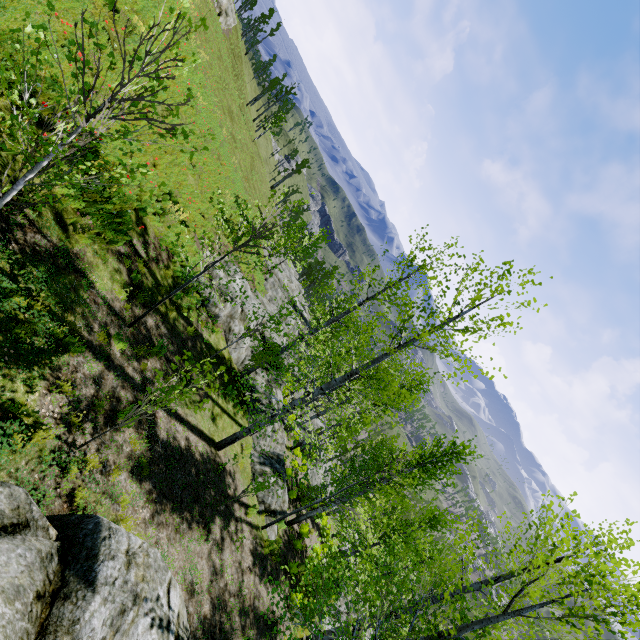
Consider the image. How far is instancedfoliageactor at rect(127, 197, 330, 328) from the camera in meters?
6.9 m

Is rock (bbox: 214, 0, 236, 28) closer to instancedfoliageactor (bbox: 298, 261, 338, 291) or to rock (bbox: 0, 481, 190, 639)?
rock (bbox: 0, 481, 190, 639)

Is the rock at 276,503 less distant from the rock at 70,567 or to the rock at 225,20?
the rock at 70,567

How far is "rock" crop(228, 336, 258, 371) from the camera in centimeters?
1551cm

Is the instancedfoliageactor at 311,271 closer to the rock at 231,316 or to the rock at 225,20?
the rock at 231,316

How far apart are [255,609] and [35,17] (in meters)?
16.11

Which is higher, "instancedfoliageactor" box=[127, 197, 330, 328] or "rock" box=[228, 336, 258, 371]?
"instancedfoliageactor" box=[127, 197, 330, 328]

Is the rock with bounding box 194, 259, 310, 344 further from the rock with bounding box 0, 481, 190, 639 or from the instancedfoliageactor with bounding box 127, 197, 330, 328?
the rock with bounding box 0, 481, 190, 639
